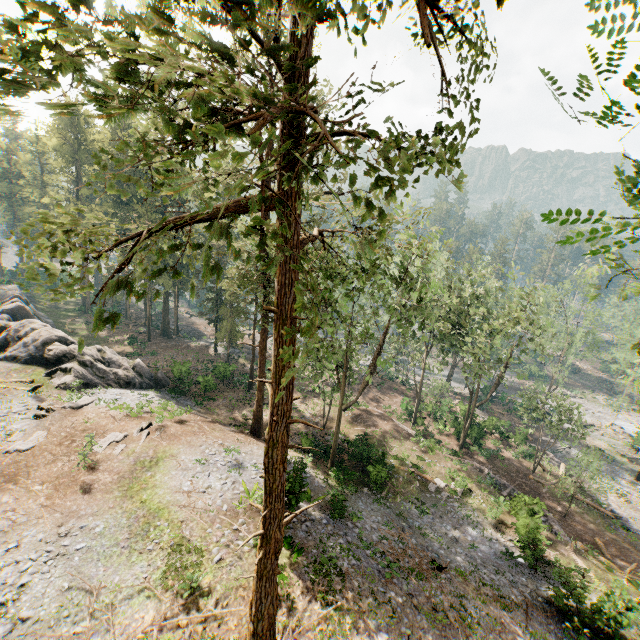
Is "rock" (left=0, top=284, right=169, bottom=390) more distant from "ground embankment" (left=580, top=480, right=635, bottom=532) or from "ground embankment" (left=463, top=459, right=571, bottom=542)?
"ground embankment" (left=580, top=480, right=635, bottom=532)

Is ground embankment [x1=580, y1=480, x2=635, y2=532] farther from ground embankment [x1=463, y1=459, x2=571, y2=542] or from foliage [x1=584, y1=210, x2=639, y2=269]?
ground embankment [x1=463, y1=459, x2=571, y2=542]

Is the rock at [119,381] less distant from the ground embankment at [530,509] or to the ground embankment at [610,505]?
the ground embankment at [530,509]

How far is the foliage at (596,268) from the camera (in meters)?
7.64

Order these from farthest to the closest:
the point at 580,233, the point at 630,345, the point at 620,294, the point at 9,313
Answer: the point at 630,345 < the point at 9,313 < the point at 620,294 < the point at 580,233

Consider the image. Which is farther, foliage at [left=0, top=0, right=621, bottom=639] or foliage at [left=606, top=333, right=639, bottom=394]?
foliage at [left=606, top=333, right=639, bottom=394]

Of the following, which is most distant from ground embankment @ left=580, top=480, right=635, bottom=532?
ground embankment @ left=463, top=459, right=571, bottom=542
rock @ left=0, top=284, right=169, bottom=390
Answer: rock @ left=0, top=284, right=169, bottom=390
